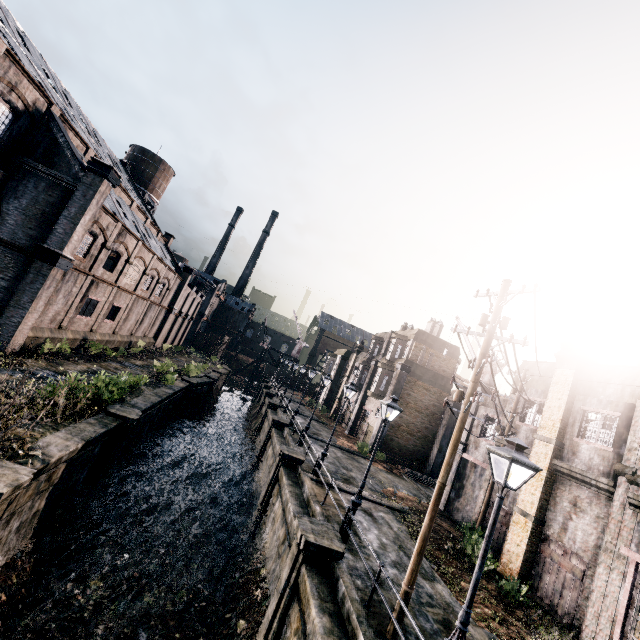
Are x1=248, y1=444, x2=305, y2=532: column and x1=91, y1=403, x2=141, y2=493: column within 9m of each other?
yes

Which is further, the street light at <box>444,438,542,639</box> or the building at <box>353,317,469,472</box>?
the building at <box>353,317,469,472</box>

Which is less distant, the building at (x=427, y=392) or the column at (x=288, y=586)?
the column at (x=288, y=586)

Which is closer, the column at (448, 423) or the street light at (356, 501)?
the street light at (356, 501)

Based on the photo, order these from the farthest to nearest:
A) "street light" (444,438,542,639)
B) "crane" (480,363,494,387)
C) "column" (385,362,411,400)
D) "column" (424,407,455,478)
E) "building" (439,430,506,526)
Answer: "column" (385,362,411,400)
"column" (424,407,455,478)
"crane" (480,363,494,387)
"building" (439,430,506,526)
"street light" (444,438,542,639)

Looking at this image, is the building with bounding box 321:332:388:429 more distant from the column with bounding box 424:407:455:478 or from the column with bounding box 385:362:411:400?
the column with bounding box 424:407:455:478

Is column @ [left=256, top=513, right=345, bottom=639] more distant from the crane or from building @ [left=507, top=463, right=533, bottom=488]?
the crane

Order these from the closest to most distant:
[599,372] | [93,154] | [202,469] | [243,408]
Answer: [599,372] < [93,154] < [202,469] < [243,408]
